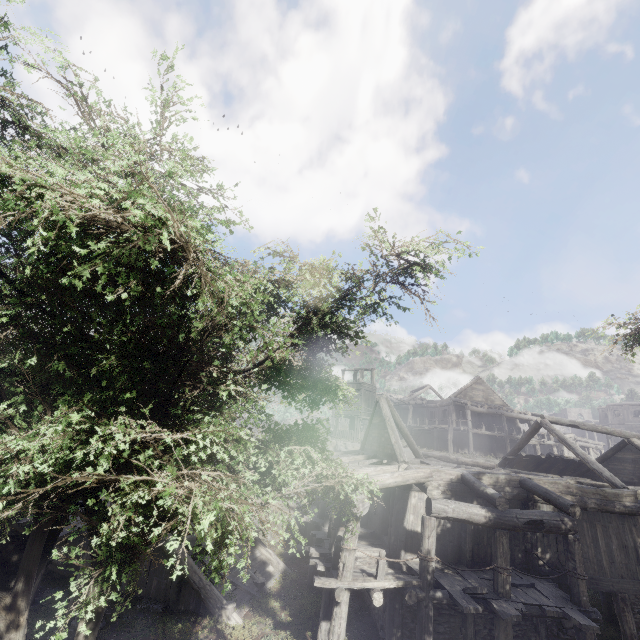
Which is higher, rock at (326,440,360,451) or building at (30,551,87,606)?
rock at (326,440,360,451)

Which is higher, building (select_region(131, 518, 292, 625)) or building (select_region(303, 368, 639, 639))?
building (select_region(303, 368, 639, 639))

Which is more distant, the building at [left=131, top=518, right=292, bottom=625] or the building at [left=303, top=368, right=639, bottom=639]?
the building at [left=131, top=518, right=292, bottom=625]

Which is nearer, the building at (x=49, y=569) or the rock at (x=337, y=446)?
the building at (x=49, y=569)

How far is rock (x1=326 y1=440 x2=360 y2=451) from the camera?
29.0m

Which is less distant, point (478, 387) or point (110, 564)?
point (110, 564)
